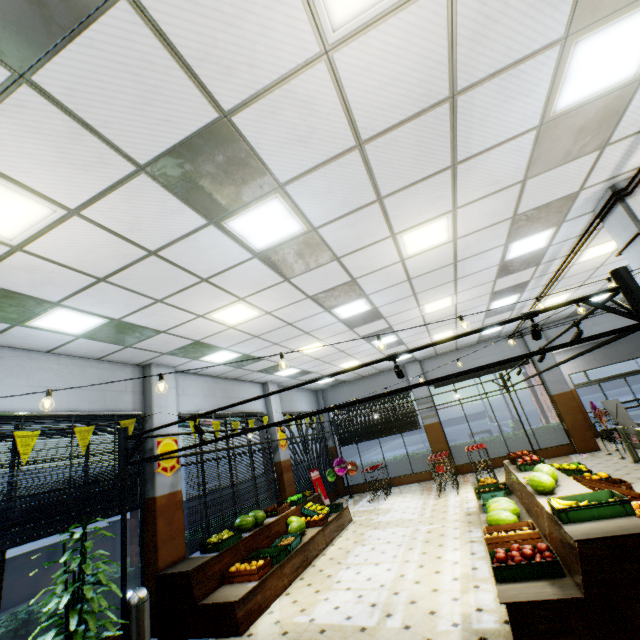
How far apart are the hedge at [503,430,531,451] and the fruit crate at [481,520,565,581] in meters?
10.3 m

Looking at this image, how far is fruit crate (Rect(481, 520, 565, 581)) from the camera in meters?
3.8 m

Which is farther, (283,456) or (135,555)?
(283,456)

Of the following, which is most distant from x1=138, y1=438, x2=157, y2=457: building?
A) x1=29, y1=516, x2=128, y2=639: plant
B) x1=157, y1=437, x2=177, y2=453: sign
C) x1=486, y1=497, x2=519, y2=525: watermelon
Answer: x1=29, y1=516, x2=128, y2=639: plant

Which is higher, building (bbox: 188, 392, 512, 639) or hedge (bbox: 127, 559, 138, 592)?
hedge (bbox: 127, 559, 138, 592)

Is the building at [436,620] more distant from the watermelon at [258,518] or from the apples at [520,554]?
the watermelon at [258,518]

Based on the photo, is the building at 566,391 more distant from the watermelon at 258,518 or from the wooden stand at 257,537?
the watermelon at 258,518

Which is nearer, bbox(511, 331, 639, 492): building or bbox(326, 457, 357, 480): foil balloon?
bbox(511, 331, 639, 492): building
